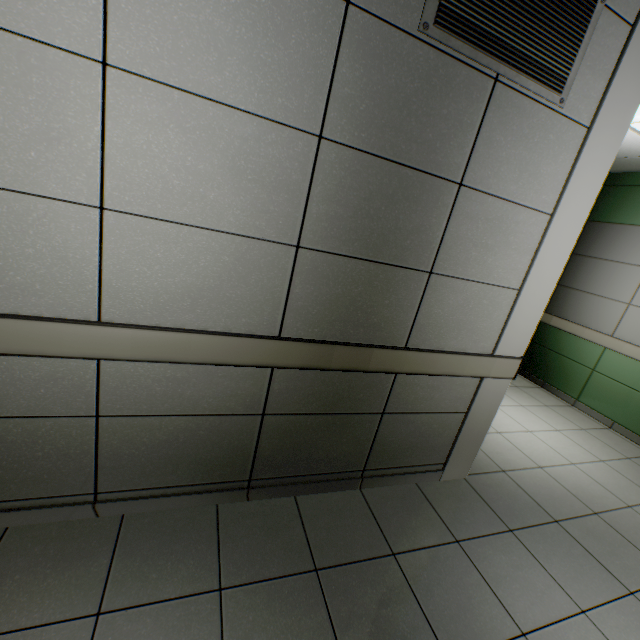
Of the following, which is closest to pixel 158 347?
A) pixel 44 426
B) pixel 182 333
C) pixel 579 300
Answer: pixel 182 333
